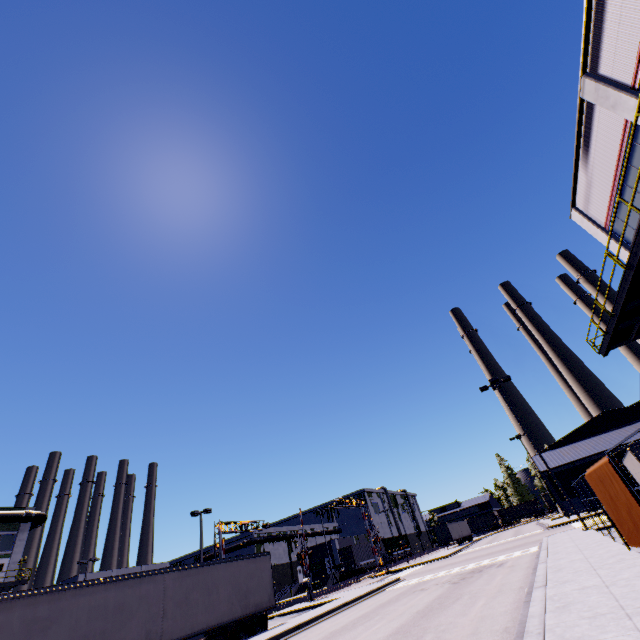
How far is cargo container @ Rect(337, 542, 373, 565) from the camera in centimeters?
4953cm

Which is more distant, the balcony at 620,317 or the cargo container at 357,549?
the cargo container at 357,549

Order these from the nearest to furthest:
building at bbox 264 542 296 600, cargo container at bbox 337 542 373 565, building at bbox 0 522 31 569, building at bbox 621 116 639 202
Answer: building at bbox 621 116 639 202 → building at bbox 0 522 31 569 → cargo container at bbox 337 542 373 565 → building at bbox 264 542 296 600

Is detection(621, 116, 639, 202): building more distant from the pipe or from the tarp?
the tarp

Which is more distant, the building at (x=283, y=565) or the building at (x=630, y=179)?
the building at (x=283, y=565)

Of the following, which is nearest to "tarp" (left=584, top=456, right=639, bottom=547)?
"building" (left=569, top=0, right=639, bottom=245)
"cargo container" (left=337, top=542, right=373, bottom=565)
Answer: "building" (left=569, top=0, right=639, bottom=245)

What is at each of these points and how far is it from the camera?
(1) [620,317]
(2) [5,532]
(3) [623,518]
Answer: (1) balcony, 14.63m
(2) building, 33.78m
(3) tarp, 8.24m
